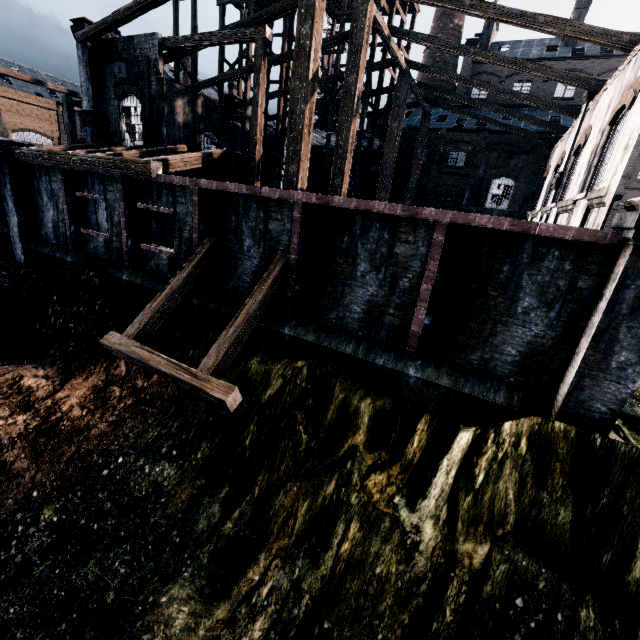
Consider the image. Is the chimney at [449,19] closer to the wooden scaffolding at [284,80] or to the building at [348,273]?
the building at [348,273]

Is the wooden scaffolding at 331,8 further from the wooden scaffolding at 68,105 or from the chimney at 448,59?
the chimney at 448,59

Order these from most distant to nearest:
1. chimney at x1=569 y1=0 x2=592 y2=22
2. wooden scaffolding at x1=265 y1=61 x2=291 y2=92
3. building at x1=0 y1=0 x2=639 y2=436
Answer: chimney at x1=569 y1=0 x2=592 y2=22 → wooden scaffolding at x1=265 y1=61 x2=291 y2=92 → building at x1=0 y1=0 x2=639 y2=436

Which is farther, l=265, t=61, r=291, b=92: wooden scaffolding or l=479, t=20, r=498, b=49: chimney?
l=479, t=20, r=498, b=49: chimney

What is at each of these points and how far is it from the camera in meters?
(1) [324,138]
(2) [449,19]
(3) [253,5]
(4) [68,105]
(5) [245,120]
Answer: (1) wooden scaffolding, 31.7 m
(2) chimney, 41.3 m
(3) wooden scaffolding, 24.8 m
(4) wooden scaffolding, 25.5 m
(5) wooden scaffolding, 27.2 m

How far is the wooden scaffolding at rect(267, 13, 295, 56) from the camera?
27.02m

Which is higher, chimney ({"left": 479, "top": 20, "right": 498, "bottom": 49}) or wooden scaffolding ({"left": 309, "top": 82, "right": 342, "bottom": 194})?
chimney ({"left": 479, "top": 20, "right": 498, "bottom": 49})

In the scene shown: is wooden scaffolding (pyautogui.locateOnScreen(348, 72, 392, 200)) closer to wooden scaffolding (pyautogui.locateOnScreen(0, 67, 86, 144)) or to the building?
the building
